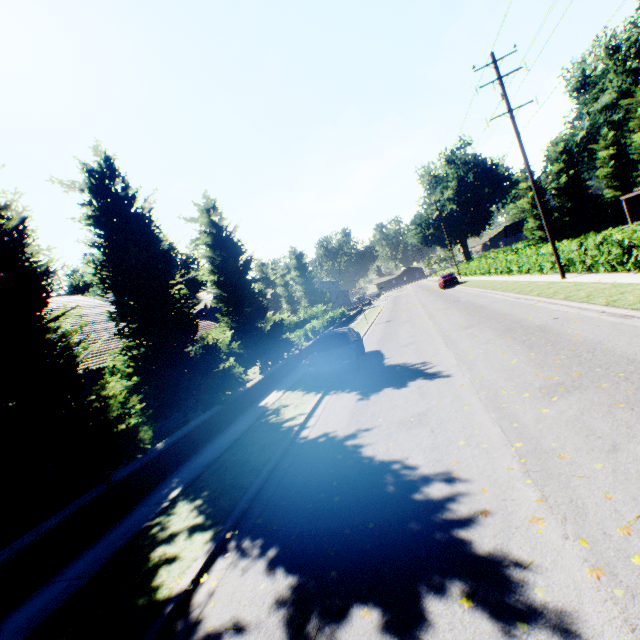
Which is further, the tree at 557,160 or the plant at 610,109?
the plant at 610,109

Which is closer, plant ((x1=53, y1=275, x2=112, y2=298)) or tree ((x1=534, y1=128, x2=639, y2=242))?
tree ((x1=534, y1=128, x2=639, y2=242))

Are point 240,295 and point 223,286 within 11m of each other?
yes

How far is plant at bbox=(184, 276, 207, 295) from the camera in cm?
5775

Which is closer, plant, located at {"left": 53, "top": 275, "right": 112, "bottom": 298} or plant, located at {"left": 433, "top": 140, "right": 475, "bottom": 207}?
plant, located at {"left": 53, "top": 275, "right": 112, "bottom": 298}

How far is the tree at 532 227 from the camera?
44.5 meters

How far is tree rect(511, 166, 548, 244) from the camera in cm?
4447

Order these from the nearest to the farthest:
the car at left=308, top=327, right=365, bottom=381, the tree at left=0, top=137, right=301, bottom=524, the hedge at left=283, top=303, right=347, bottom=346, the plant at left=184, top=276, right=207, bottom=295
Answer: the tree at left=0, top=137, right=301, bottom=524
the car at left=308, top=327, right=365, bottom=381
the hedge at left=283, top=303, right=347, bottom=346
the plant at left=184, top=276, right=207, bottom=295
